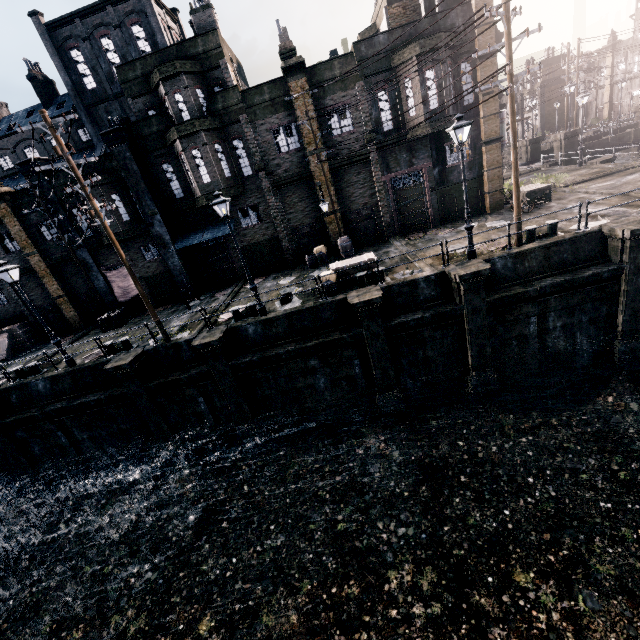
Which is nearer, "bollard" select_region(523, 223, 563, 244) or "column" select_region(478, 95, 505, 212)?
"bollard" select_region(523, 223, 563, 244)

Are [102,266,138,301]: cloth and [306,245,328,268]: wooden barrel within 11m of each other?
no

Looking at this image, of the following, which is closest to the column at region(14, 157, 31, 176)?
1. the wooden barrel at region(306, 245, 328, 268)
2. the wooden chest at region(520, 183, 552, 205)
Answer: the wooden barrel at region(306, 245, 328, 268)

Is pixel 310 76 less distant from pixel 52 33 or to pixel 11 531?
pixel 11 531

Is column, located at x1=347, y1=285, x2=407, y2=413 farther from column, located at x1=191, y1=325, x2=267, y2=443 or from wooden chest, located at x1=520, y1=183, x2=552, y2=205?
wooden chest, located at x1=520, y1=183, x2=552, y2=205

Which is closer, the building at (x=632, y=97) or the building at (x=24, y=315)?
the building at (x=24, y=315)

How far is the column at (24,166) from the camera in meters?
20.4 m

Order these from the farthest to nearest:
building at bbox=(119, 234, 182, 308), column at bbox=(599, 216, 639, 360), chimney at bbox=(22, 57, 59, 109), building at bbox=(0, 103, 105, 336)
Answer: chimney at bbox=(22, 57, 59, 109)
building at bbox=(119, 234, 182, 308)
building at bbox=(0, 103, 105, 336)
column at bbox=(599, 216, 639, 360)
